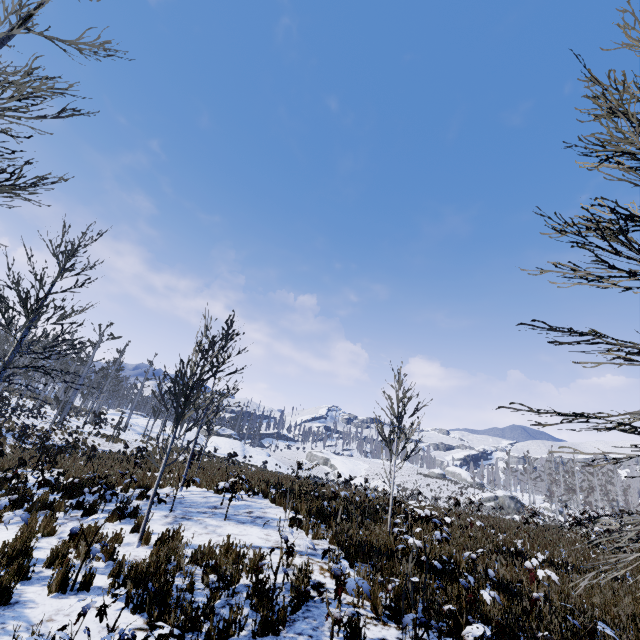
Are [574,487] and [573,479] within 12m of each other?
yes

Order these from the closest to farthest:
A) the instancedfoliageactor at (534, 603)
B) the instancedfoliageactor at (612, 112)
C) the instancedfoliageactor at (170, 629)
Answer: the instancedfoliageactor at (170, 629) < the instancedfoliageactor at (612, 112) < the instancedfoliageactor at (534, 603)

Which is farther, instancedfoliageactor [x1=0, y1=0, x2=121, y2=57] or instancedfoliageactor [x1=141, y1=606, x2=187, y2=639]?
instancedfoliageactor [x1=0, y1=0, x2=121, y2=57]

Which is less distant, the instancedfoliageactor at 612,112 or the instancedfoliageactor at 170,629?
the instancedfoliageactor at 170,629

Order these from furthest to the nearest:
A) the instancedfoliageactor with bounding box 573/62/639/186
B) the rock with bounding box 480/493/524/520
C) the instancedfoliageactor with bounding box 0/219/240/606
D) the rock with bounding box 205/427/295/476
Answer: the rock with bounding box 480/493/524/520 < the rock with bounding box 205/427/295/476 < the instancedfoliageactor with bounding box 0/219/240/606 < the instancedfoliageactor with bounding box 573/62/639/186

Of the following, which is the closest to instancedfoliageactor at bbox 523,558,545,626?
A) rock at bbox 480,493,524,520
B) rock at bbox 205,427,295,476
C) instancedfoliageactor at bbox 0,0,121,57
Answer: instancedfoliageactor at bbox 0,0,121,57

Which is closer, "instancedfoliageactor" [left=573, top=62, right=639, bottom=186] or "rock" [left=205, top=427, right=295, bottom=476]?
"instancedfoliageactor" [left=573, top=62, right=639, bottom=186]
